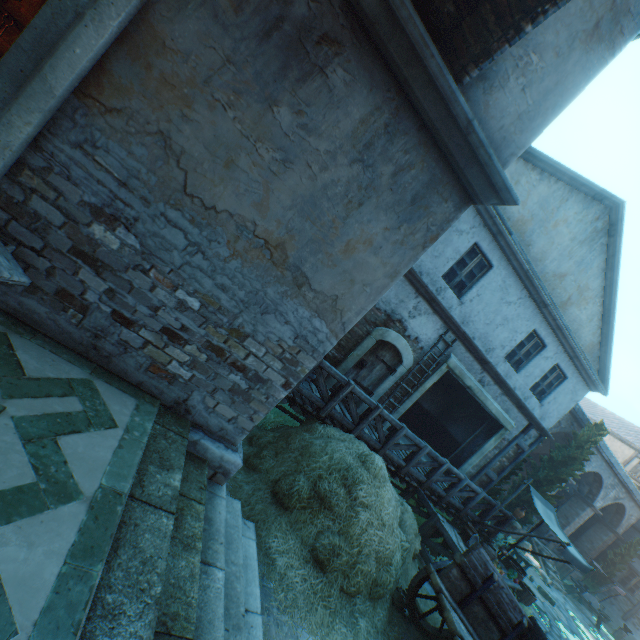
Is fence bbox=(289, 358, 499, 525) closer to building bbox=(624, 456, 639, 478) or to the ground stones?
the ground stones

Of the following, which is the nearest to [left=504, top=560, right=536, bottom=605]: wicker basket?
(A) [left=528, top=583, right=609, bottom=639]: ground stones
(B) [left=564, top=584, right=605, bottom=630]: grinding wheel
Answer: (A) [left=528, top=583, right=609, bottom=639]: ground stones

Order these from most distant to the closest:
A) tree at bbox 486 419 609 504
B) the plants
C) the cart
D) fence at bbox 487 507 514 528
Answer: tree at bbox 486 419 609 504, fence at bbox 487 507 514 528, the cart, the plants

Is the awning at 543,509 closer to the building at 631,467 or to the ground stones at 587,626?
the ground stones at 587,626

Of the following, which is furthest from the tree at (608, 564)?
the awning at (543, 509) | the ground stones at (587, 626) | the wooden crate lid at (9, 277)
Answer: the wooden crate lid at (9, 277)

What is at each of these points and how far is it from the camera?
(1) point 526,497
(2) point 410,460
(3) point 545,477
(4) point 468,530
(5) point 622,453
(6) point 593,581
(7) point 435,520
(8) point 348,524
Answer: (1) tree, 15.57m
(2) fence, 8.02m
(3) tree, 15.59m
(4) ceramic pot, 8.51m
(5) building, 26.94m
(6) tree, 21.67m
(7) fence, 7.64m
(8) plants, 4.68m

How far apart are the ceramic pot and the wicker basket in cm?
257

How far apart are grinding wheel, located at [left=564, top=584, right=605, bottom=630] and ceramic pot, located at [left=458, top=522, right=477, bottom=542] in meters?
17.2 m
